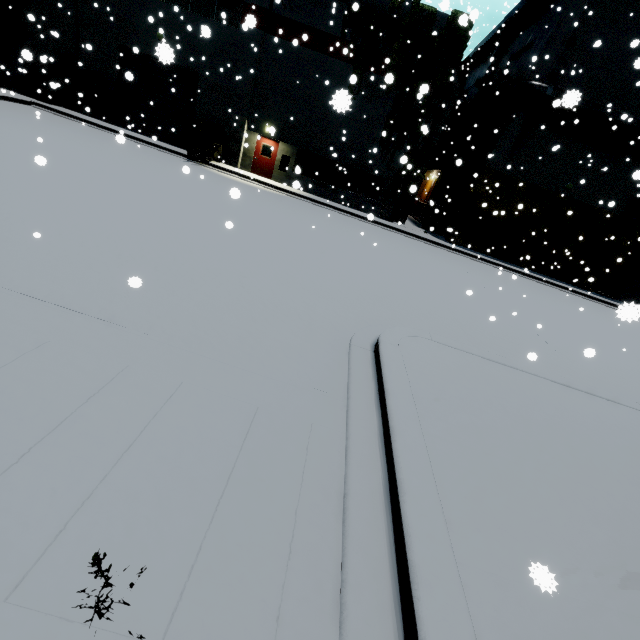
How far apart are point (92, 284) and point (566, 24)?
25.5 meters

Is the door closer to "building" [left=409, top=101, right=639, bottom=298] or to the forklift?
"building" [left=409, top=101, right=639, bottom=298]

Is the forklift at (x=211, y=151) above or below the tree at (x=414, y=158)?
below

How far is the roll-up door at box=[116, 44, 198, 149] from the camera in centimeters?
1986cm

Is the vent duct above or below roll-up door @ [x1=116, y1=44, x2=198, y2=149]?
above

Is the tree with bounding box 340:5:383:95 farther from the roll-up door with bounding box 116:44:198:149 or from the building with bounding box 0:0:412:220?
the roll-up door with bounding box 116:44:198:149

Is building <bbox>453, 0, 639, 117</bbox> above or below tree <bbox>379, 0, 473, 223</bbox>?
above

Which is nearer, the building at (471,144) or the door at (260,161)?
the building at (471,144)
